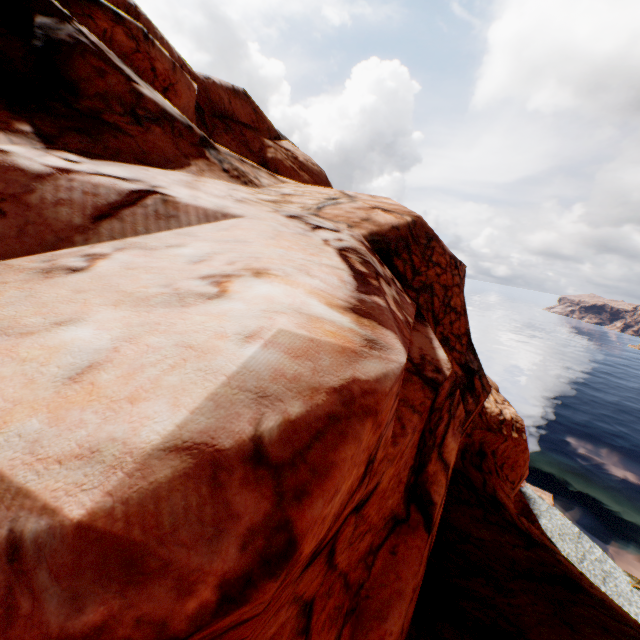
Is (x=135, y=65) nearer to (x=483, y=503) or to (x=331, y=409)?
(x=331, y=409)
